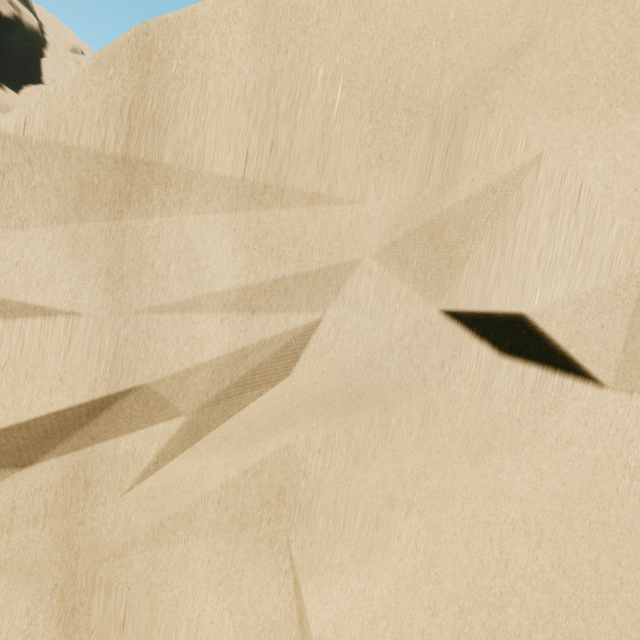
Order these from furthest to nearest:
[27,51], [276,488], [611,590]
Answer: [27,51] → [276,488] → [611,590]
